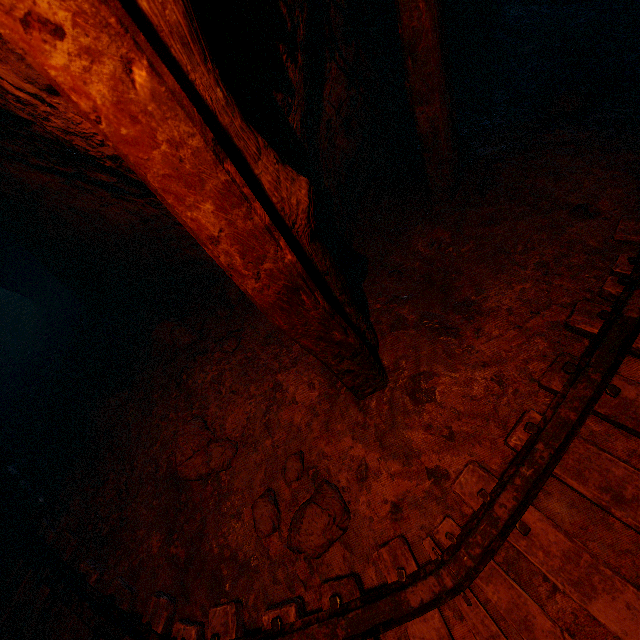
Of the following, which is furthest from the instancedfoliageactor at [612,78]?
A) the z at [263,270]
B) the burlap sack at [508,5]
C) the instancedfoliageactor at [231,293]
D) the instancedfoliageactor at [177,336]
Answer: the instancedfoliageactor at [177,336]

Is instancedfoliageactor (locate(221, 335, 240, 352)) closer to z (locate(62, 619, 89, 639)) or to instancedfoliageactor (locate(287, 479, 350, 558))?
z (locate(62, 619, 89, 639))

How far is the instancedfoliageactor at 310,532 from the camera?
1.9 meters

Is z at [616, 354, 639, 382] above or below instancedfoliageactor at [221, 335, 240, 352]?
below

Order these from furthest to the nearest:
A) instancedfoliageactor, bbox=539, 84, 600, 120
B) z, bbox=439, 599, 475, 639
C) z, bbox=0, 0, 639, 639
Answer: instancedfoliageactor, bbox=539, 84, 600, 120, z, bbox=439, 599, 475, 639, z, bbox=0, 0, 639, 639

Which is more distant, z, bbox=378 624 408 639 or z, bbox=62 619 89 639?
z, bbox=62 619 89 639

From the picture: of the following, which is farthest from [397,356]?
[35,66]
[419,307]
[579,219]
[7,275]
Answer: [7,275]
